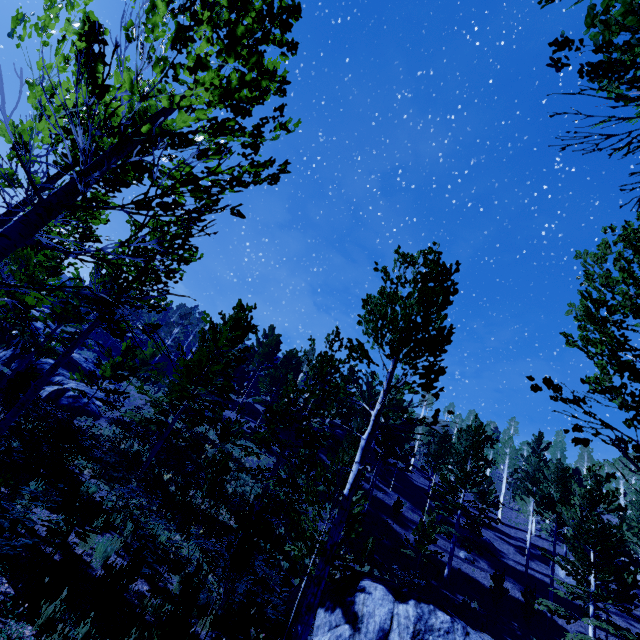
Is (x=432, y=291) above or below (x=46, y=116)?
above

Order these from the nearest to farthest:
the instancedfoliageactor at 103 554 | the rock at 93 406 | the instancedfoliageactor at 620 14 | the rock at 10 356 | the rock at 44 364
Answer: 1. the instancedfoliageactor at 620 14
2. the instancedfoliageactor at 103 554
3. the rock at 93 406
4. the rock at 44 364
5. the rock at 10 356

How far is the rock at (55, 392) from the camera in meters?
21.6

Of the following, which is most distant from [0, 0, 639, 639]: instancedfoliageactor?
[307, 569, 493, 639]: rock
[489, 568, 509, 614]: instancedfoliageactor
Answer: [307, 569, 493, 639]: rock

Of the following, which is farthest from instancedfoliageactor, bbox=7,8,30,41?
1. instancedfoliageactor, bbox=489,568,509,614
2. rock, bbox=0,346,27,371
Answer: instancedfoliageactor, bbox=489,568,509,614

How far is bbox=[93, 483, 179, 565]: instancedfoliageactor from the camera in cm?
724

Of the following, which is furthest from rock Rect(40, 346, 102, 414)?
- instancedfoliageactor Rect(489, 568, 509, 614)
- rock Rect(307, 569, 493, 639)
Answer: instancedfoliageactor Rect(489, 568, 509, 614)
